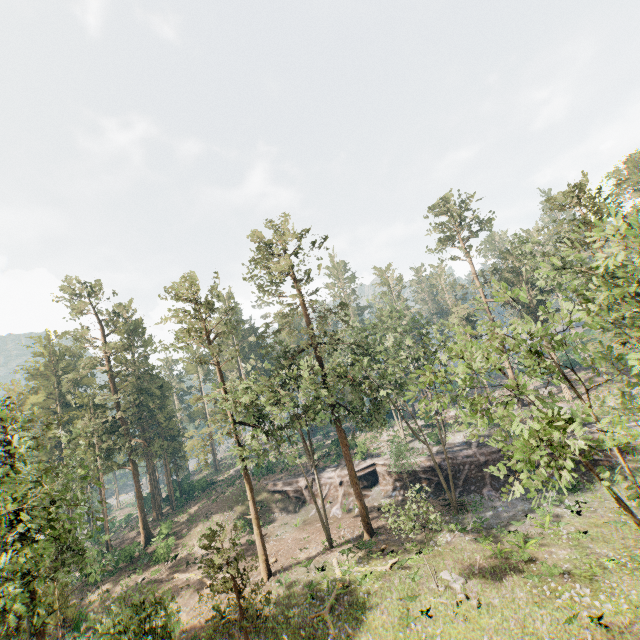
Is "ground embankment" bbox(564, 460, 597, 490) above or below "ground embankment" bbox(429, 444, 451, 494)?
below

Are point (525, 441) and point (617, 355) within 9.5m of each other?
no

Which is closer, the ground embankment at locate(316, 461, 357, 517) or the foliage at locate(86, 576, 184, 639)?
the foliage at locate(86, 576, 184, 639)

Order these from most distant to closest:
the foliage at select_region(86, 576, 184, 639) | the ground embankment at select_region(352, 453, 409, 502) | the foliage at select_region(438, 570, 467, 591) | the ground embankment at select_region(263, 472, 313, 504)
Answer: the ground embankment at select_region(263, 472, 313, 504) → the ground embankment at select_region(352, 453, 409, 502) → the foliage at select_region(438, 570, 467, 591) → the foliage at select_region(86, 576, 184, 639)

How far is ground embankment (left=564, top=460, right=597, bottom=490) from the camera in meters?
28.7

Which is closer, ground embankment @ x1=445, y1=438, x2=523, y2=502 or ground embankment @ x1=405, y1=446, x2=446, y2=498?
ground embankment @ x1=445, y1=438, x2=523, y2=502

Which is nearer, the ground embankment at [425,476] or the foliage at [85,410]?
the foliage at [85,410]

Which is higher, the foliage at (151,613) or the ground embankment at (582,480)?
the foliage at (151,613)
